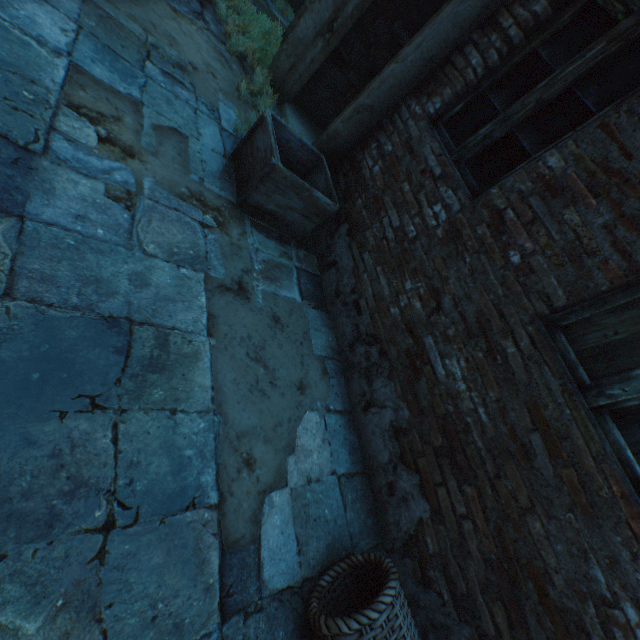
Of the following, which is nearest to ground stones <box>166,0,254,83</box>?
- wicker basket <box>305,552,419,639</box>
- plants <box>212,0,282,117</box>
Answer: plants <box>212,0,282,117</box>

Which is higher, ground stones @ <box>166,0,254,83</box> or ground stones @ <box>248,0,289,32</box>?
ground stones @ <box>248,0,289,32</box>

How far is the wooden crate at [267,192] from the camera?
2.59m

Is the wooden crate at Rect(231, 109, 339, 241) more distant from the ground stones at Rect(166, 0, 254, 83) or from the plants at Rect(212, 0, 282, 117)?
the plants at Rect(212, 0, 282, 117)

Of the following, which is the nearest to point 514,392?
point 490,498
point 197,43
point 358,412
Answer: point 490,498

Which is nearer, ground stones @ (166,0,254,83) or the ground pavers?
the ground pavers

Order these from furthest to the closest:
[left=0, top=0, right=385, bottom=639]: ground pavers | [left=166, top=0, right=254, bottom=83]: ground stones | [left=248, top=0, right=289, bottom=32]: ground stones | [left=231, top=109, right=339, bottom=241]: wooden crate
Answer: [left=248, top=0, right=289, bottom=32]: ground stones, [left=166, top=0, right=254, bottom=83]: ground stones, [left=231, top=109, right=339, bottom=241]: wooden crate, [left=0, top=0, right=385, bottom=639]: ground pavers

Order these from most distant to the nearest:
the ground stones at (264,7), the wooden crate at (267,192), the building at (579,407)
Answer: the ground stones at (264,7) < the wooden crate at (267,192) < the building at (579,407)
